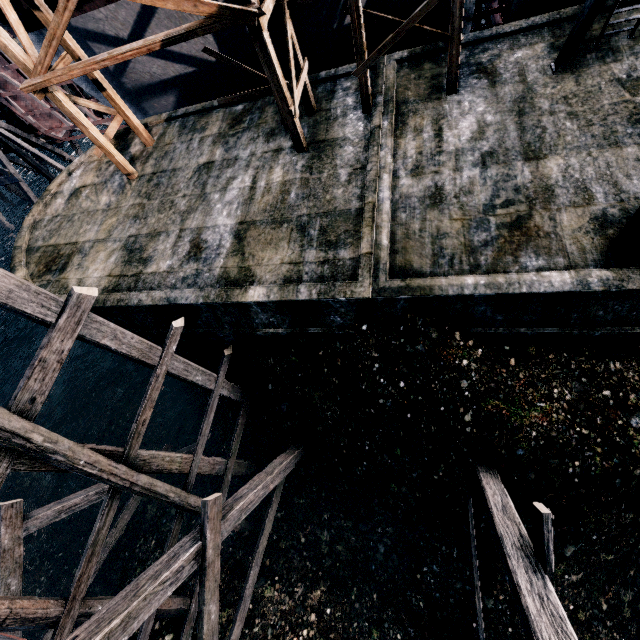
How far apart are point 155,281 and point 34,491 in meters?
18.0 m

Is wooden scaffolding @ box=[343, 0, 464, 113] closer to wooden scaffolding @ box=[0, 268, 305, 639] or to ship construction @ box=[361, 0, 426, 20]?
ship construction @ box=[361, 0, 426, 20]

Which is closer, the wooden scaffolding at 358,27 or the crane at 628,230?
the crane at 628,230

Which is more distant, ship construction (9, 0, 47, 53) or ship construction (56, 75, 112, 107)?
ship construction (56, 75, 112, 107)

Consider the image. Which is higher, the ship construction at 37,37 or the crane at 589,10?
the ship construction at 37,37

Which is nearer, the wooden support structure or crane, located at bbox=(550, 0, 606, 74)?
crane, located at bbox=(550, 0, 606, 74)

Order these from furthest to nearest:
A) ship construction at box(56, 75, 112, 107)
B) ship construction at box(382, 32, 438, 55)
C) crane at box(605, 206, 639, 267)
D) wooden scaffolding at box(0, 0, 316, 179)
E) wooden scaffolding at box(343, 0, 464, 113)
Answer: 1. ship construction at box(56, 75, 112, 107)
2. ship construction at box(382, 32, 438, 55)
3. wooden scaffolding at box(343, 0, 464, 113)
4. wooden scaffolding at box(0, 0, 316, 179)
5. crane at box(605, 206, 639, 267)

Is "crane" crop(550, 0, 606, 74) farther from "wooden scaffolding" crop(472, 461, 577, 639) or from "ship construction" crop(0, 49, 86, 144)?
"wooden scaffolding" crop(472, 461, 577, 639)
